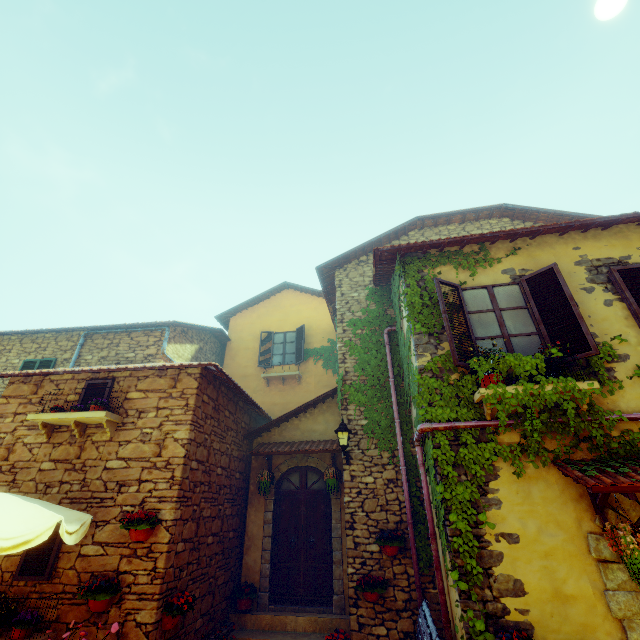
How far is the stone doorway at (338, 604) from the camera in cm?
700

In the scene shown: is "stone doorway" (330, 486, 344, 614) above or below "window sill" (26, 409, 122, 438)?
below

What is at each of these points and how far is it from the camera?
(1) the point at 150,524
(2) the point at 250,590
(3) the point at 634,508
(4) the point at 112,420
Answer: (1) flower pot, 5.0m
(2) flower pot, 7.2m
(3) stone doorway, 4.0m
(4) window sill, 5.9m

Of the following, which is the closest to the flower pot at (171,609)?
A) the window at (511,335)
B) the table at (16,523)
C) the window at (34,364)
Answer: the table at (16,523)

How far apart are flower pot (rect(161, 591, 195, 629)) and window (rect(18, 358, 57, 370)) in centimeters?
766cm

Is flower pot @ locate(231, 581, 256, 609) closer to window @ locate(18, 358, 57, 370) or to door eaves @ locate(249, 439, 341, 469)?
door eaves @ locate(249, 439, 341, 469)

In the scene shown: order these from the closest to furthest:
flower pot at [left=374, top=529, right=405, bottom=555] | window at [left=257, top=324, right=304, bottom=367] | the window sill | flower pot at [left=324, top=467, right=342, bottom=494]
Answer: the window sill < flower pot at [left=374, top=529, right=405, bottom=555] < flower pot at [left=324, top=467, right=342, bottom=494] < window at [left=257, top=324, right=304, bottom=367]

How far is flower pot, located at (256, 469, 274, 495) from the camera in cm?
795
